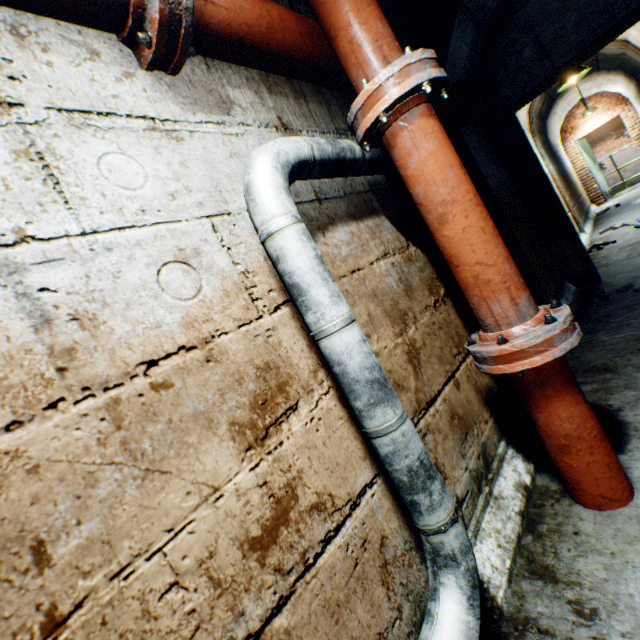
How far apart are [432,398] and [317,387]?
0.63m

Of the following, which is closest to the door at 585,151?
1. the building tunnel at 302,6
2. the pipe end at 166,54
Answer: the building tunnel at 302,6

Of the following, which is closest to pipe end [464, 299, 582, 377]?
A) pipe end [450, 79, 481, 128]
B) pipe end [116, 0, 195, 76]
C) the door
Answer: pipe end [116, 0, 195, 76]

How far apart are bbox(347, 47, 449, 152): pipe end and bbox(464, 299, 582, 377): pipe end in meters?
0.9

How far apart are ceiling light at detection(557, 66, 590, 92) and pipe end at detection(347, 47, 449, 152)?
5.77m

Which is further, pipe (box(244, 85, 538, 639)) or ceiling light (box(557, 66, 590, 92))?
ceiling light (box(557, 66, 590, 92))

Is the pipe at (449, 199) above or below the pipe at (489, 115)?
below

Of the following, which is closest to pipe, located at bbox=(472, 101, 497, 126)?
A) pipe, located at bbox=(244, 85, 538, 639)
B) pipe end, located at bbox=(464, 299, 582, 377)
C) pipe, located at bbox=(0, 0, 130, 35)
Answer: pipe, located at bbox=(244, 85, 538, 639)
